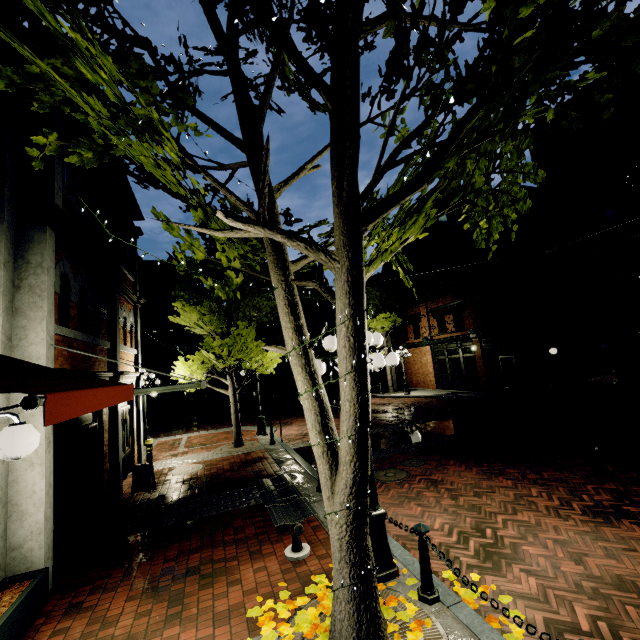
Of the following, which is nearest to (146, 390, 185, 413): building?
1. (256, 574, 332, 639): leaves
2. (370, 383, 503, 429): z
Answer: (370, 383, 503, 429): z

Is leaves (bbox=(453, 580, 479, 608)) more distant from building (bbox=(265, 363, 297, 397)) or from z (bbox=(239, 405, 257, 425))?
z (bbox=(239, 405, 257, 425))

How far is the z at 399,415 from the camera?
15.6 meters

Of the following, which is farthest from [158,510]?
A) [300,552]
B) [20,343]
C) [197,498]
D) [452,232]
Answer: [452,232]

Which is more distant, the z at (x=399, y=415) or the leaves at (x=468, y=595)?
the z at (x=399, y=415)

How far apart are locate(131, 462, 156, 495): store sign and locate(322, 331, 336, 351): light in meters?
6.8

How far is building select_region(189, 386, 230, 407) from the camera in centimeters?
3152cm

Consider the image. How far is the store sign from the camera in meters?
8.8 m
